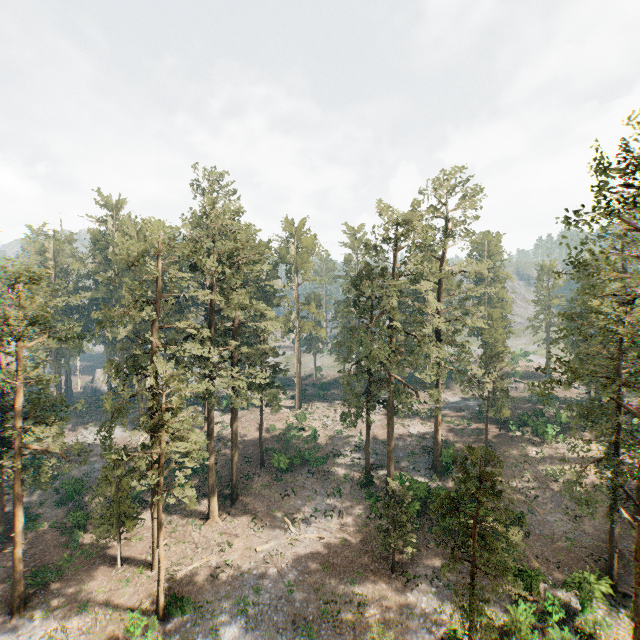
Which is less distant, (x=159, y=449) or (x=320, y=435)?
(x=159, y=449)

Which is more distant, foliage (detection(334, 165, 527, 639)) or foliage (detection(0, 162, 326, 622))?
foliage (detection(0, 162, 326, 622))

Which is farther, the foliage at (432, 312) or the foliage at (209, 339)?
the foliage at (209, 339)
